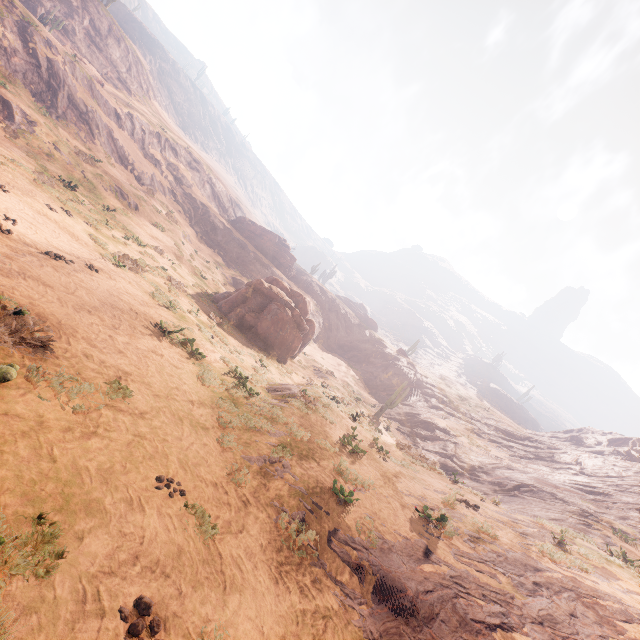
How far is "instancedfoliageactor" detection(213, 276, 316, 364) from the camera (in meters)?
23.56

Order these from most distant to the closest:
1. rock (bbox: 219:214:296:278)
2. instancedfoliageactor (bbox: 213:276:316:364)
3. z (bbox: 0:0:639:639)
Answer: rock (bbox: 219:214:296:278) → instancedfoliageactor (bbox: 213:276:316:364) → z (bbox: 0:0:639:639)

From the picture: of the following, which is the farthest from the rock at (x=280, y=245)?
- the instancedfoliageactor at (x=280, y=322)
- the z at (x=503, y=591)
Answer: the z at (x=503, y=591)

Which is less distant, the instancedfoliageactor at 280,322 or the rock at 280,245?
the instancedfoliageactor at 280,322

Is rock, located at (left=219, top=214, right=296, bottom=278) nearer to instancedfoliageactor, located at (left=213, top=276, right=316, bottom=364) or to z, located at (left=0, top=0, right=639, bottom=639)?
instancedfoliageactor, located at (left=213, top=276, right=316, bottom=364)

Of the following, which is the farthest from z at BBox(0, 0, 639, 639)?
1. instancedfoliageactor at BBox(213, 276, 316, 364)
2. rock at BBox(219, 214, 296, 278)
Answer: rock at BBox(219, 214, 296, 278)

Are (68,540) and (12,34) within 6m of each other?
no
